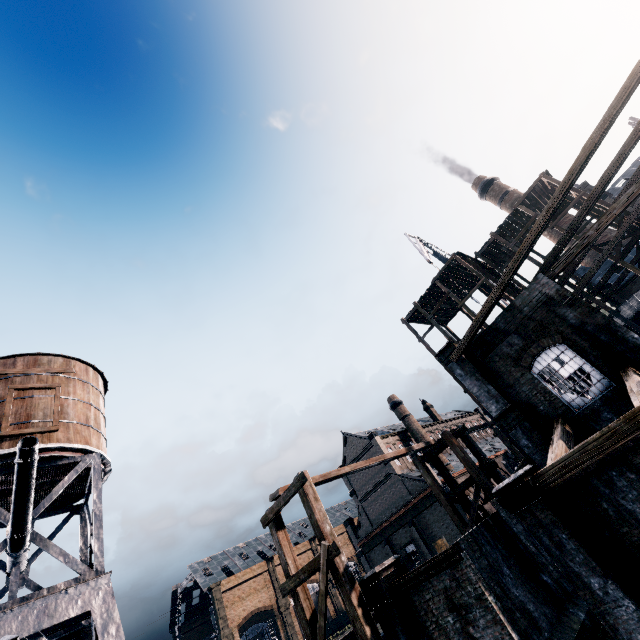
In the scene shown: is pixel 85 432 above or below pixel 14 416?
below

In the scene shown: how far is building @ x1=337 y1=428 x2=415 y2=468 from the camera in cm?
4972

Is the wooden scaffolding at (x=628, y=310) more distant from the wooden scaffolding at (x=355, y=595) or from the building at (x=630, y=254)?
the wooden scaffolding at (x=355, y=595)

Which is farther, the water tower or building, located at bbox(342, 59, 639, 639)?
the water tower

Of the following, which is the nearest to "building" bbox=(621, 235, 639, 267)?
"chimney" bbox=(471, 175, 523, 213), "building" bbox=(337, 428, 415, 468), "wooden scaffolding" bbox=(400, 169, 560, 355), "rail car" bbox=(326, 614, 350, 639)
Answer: "wooden scaffolding" bbox=(400, 169, 560, 355)

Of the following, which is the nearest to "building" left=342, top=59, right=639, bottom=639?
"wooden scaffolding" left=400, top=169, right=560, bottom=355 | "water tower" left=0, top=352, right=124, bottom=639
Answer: "wooden scaffolding" left=400, top=169, right=560, bottom=355

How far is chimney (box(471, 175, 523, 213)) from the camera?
53.47m

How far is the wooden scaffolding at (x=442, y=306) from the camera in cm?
2920
